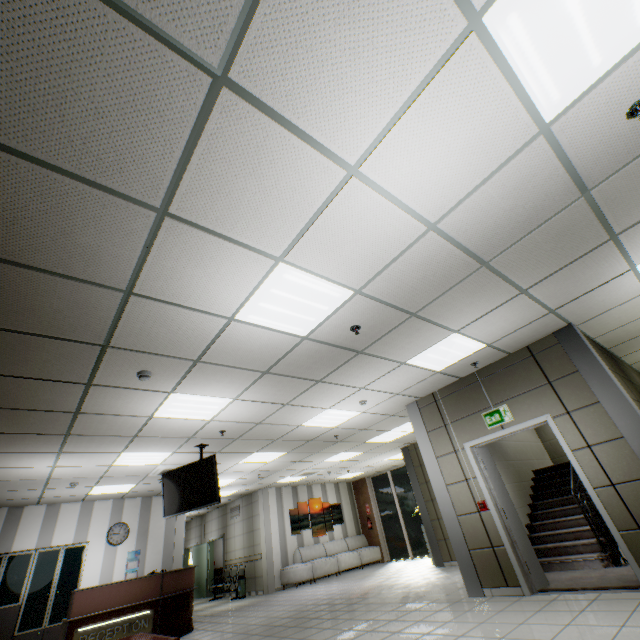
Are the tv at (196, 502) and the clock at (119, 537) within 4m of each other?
no

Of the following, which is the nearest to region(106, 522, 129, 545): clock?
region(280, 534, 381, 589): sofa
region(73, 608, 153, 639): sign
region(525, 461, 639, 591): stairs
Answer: region(73, 608, 153, 639): sign

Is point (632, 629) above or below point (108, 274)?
below

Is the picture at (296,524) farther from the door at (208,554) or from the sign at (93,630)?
the sign at (93,630)

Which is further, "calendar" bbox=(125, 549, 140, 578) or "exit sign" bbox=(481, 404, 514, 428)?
"calendar" bbox=(125, 549, 140, 578)

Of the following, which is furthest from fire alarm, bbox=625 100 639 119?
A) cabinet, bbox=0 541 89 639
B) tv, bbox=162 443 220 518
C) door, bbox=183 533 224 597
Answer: door, bbox=183 533 224 597

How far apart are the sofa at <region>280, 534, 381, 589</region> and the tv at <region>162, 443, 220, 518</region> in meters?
7.3 m

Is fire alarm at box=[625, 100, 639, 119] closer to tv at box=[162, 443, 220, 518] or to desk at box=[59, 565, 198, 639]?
tv at box=[162, 443, 220, 518]
